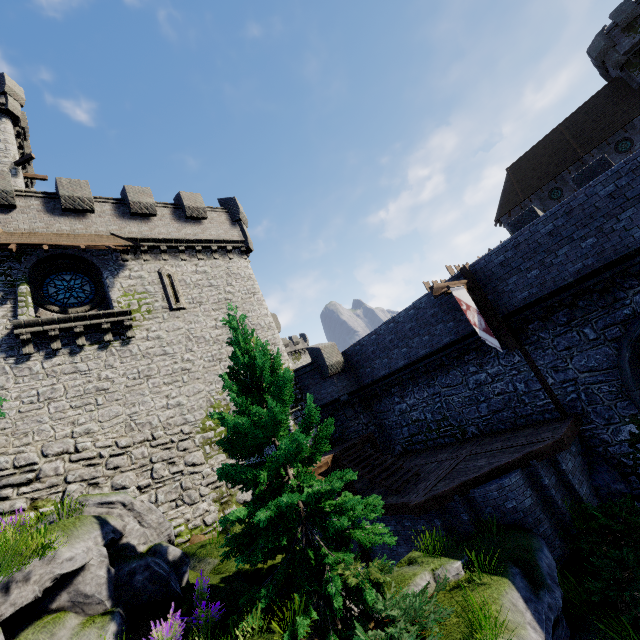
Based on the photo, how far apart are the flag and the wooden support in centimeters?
849cm

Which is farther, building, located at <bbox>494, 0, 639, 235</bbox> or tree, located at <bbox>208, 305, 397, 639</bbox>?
building, located at <bbox>494, 0, 639, 235</bbox>

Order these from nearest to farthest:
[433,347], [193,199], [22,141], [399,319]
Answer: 1. [433,347]
2. [399,319]
3. [193,199]
4. [22,141]

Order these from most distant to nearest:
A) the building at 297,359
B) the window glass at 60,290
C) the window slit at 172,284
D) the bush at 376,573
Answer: the building at 297,359, the window slit at 172,284, the window glass at 60,290, the bush at 376,573

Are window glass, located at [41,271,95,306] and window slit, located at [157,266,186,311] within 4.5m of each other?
yes

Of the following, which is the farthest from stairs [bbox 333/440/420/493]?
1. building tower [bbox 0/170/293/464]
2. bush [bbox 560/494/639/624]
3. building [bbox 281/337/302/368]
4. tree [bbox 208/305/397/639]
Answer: building [bbox 281/337/302/368]

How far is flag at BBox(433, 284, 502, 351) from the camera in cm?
1138

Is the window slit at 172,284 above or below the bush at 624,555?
above
